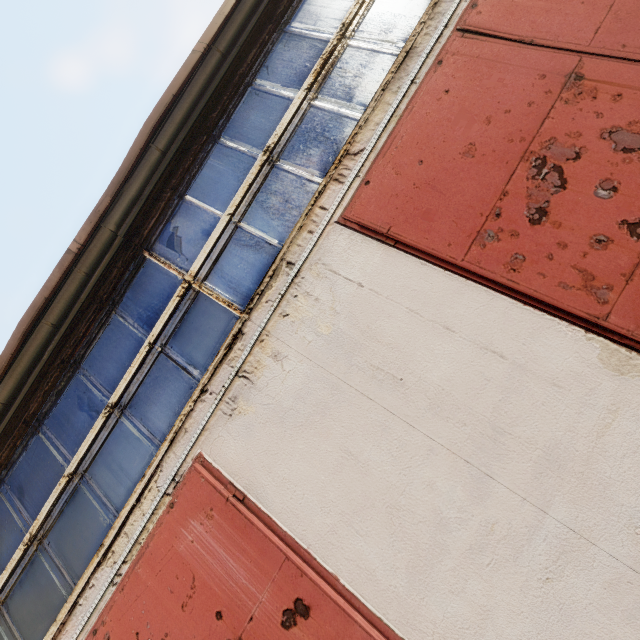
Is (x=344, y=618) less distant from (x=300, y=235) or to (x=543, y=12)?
(x=300, y=235)
